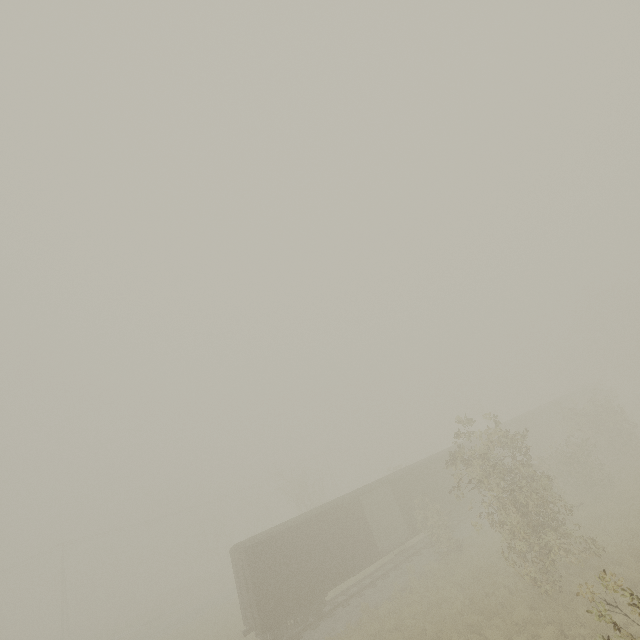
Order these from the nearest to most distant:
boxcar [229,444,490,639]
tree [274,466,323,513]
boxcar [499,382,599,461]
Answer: boxcar [229,444,490,639] < boxcar [499,382,599,461] < tree [274,466,323,513]

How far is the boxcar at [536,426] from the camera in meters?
32.6

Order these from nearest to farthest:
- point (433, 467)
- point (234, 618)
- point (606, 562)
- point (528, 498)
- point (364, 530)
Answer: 1. point (606, 562)
2. point (528, 498)
3. point (364, 530)
4. point (433, 467)
5. point (234, 618)

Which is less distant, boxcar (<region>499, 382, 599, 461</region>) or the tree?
boxcar (<region>499, 382, 599, 461</region>)

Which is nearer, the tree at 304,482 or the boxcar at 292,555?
the boxcar at 292,555

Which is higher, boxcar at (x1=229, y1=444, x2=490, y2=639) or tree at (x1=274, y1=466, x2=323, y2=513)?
tree at (x1=274, y1=466, x2=323, y2=513)

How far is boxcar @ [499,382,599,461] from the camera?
32.6m
